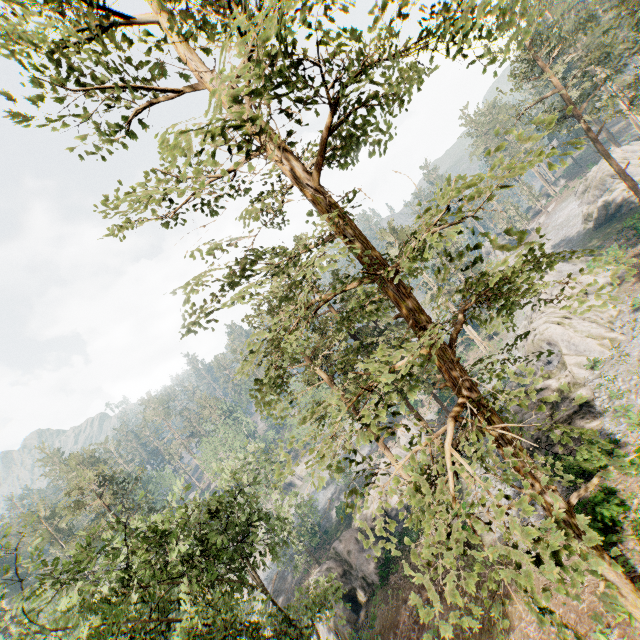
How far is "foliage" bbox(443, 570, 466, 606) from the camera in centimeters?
464cm

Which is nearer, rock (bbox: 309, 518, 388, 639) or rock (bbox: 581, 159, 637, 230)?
rock (bbox: 309, 518, 388, 639)

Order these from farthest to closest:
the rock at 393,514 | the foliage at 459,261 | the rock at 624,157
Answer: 1. the rock at 624,157
2. the rock at 393,514
3. the foliage at 459,261

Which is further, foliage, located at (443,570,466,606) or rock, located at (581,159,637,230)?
Result: rock, located at (581,159,637,230)

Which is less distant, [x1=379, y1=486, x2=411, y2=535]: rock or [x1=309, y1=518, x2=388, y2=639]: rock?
[x1=309, y1=518, x2=388, y2=639]: rock

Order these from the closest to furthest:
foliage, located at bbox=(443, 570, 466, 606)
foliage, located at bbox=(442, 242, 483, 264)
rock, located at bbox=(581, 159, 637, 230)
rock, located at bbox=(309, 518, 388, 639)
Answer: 1. foliage, located at bbox=(443, 570, 466, 606)
2. foliage, located at bbox=(442, 242, 483, 264)
3. rock, located at bbox=(309, 518, 388, 639)
4. rock, located at bbox=(581, 159, 637, 230)

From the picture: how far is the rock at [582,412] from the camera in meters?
22.8 m

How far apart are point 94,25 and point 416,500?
12.7m
